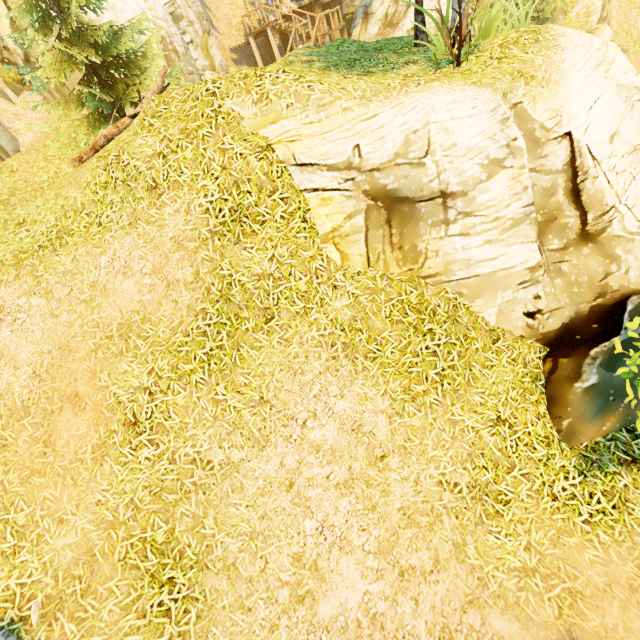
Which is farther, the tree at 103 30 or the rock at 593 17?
the rock at 593 17

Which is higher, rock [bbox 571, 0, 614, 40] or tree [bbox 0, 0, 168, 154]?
tree [bbox 0, 0, 168, 154]

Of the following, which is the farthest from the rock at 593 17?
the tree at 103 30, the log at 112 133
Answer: the log at 112 133

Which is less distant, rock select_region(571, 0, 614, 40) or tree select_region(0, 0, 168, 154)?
tree select_region(0, 0, 168, 154)

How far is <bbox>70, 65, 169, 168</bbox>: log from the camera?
8.9m

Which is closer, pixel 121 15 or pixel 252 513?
pixel 252 513

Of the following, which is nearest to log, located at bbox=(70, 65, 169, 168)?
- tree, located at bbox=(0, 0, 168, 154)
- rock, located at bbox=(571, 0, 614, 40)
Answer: tree, located at bbox=(0, 0, 168, 154)
